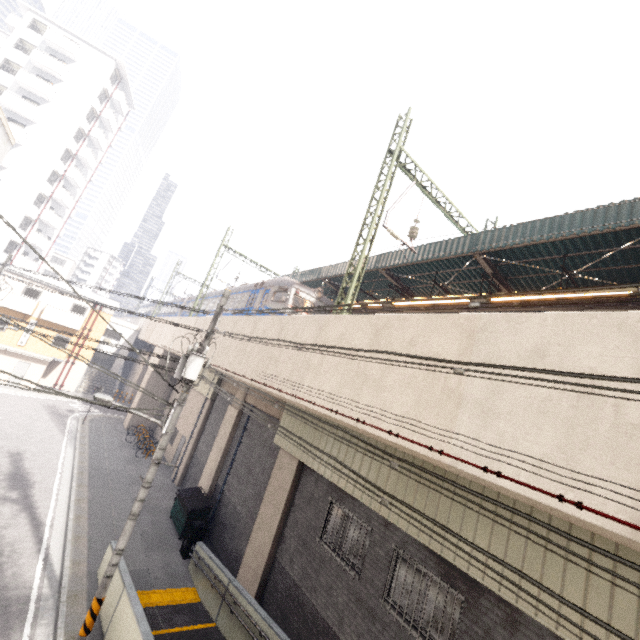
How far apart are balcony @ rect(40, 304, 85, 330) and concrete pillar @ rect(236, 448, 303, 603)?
27.0 meters

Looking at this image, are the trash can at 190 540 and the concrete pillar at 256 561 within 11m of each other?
yes

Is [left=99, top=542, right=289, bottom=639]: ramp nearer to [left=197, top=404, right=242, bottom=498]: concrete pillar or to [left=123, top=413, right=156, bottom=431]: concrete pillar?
[left=197, top=404, right=242, bottom=498]: concrete pillar

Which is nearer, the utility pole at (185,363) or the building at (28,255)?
the utility pole at (185,363)

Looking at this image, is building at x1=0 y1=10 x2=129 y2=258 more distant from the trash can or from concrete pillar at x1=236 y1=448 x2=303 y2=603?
concrete pillar at x1=236 y1=448 x2=303 y2=603

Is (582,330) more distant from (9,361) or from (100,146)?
(100,146)

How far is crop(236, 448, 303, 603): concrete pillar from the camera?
10.77m

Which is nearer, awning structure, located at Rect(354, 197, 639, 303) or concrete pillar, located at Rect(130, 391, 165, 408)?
Answer: awning structure, located at Rect(354, 197, 639, 303)
